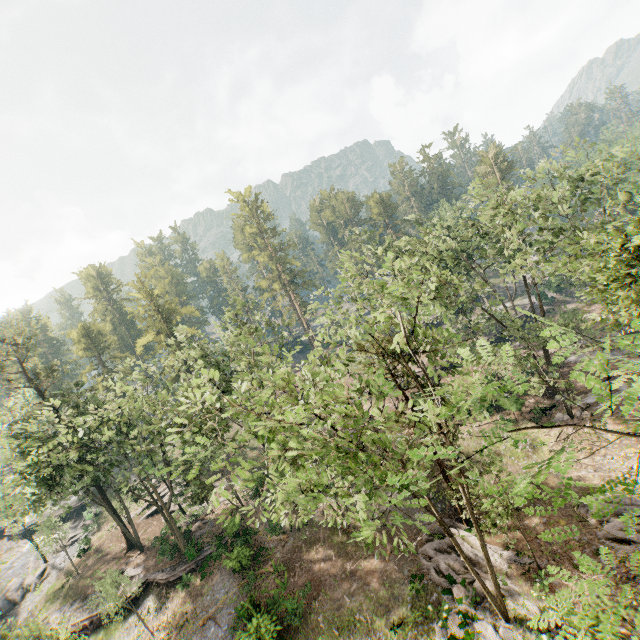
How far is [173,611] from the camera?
26.7m

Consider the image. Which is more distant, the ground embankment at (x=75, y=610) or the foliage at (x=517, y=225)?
the ground embankment at (x=75, y=610)

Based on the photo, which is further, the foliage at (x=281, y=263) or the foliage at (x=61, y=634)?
the foliage at (x=281, y=263)

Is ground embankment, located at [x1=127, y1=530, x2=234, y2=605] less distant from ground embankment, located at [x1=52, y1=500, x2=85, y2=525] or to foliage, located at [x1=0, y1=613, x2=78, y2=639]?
foliage, located at [x1=0, y1=613, x2=78, y2=639]

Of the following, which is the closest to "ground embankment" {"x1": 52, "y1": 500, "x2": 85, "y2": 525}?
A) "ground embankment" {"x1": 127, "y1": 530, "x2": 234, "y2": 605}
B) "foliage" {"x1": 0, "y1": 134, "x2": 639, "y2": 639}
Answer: "foliage" {"x1": 0, "y1": 134, "x2": 639, "y2": 639}
